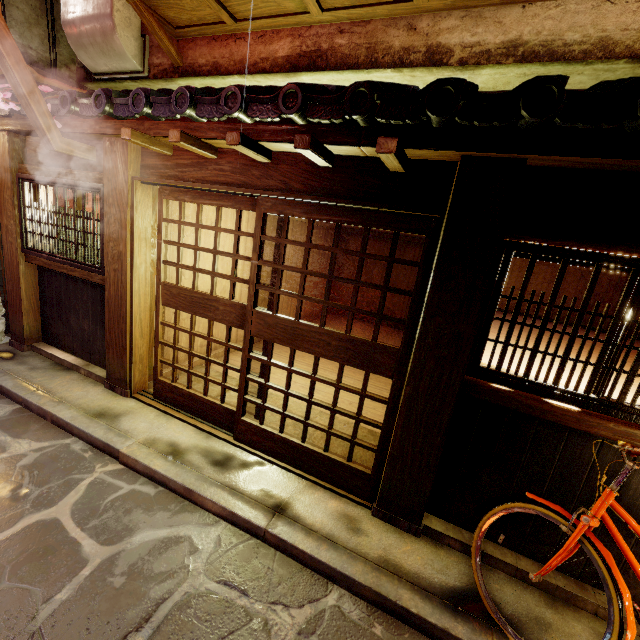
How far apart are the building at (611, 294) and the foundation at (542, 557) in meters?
8.5 m

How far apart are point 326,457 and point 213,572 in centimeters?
242cm

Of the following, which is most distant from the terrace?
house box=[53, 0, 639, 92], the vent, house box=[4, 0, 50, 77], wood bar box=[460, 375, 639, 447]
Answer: wood bar box=[460, 375, 639, 447]

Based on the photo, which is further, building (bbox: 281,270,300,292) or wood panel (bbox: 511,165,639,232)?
building (bbox: 281,270,300,292)

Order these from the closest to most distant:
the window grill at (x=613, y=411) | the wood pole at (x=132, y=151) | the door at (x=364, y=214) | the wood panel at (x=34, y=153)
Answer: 1. the window grill at (x=613, y=411)
2. the door at (x=364, y=214)
3. the wood pole at (x=132, y=151)
4. the wood panel at (x=34, y=153)

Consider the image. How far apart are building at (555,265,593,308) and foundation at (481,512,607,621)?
8.5m

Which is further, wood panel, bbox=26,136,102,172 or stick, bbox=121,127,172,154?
wood panel, bbox=26,136,102,172

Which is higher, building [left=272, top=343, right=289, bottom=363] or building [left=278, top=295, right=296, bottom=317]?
building [left=278, top=295, right=296, bottom=317]
